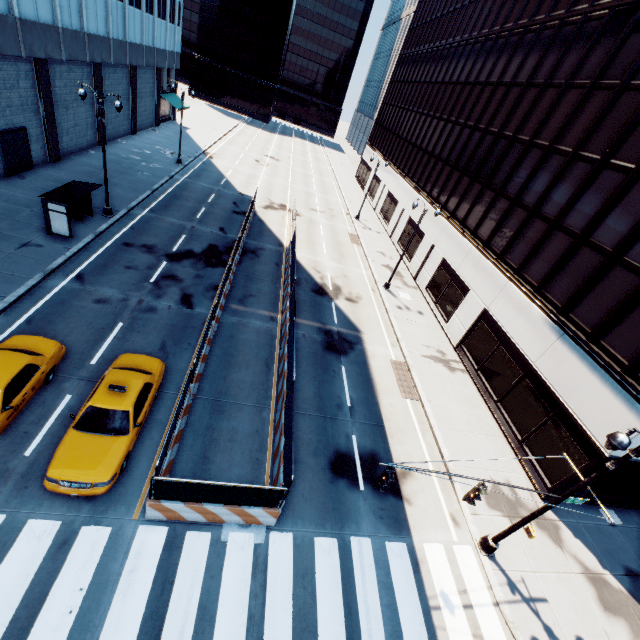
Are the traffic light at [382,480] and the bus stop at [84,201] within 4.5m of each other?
no

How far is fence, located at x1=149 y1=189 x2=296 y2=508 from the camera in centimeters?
901cm

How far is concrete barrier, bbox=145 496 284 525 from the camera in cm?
948

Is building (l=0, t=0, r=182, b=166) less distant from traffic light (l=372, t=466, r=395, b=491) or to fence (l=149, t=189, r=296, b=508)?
fence (l=149, t=189, r=296, b=508)

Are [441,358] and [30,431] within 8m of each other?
no

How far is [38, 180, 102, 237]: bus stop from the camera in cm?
1761

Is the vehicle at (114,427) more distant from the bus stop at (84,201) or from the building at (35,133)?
the bus stop at (84,201)

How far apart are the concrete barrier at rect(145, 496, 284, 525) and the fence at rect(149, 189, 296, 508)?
A: 0.0 meters
